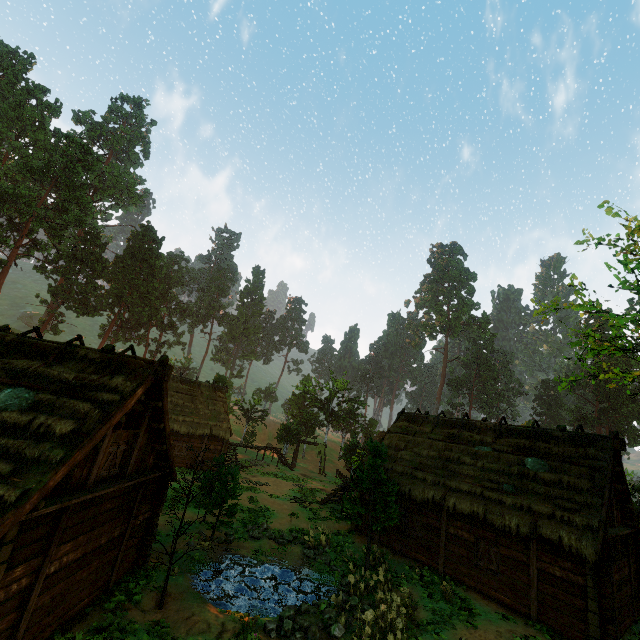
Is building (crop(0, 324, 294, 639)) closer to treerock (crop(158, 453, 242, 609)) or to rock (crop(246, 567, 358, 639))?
treerock (crop(158, 453, 242, 609))

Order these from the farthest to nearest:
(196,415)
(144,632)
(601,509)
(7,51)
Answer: (7,51) < (196,415) < (601,509) < (144,632)

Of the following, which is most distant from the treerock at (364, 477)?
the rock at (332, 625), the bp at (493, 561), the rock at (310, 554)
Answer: the bp at (493, 561)

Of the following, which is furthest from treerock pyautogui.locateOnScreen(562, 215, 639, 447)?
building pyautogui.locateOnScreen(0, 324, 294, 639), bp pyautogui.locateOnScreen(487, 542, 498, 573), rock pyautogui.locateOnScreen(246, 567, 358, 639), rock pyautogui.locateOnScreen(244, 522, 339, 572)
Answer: bp pyautogui.locateOnScreen(487, 542, 498, 573)

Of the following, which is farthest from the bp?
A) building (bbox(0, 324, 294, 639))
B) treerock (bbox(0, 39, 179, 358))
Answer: treerock (bbox(0, 39, 179, 358))

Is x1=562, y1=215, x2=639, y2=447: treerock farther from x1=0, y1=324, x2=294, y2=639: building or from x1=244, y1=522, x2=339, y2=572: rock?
x1=244, y1=522, x2=339, y2=572: rock

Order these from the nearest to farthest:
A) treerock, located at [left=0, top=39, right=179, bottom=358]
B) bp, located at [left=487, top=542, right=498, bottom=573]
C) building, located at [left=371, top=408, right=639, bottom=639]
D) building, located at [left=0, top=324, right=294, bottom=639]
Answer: building, located at [left=0, top=324, right=294, bottom=639] → building, located at [left=371, top=408, right=639, bottom=639] → bp, located at [left=487, top=542, right=498, bottom=573] → treerock, located at [left=0, top=39, right=179, bottom=358]

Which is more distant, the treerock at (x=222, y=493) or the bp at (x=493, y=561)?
the bp at (x=493, y=561)
